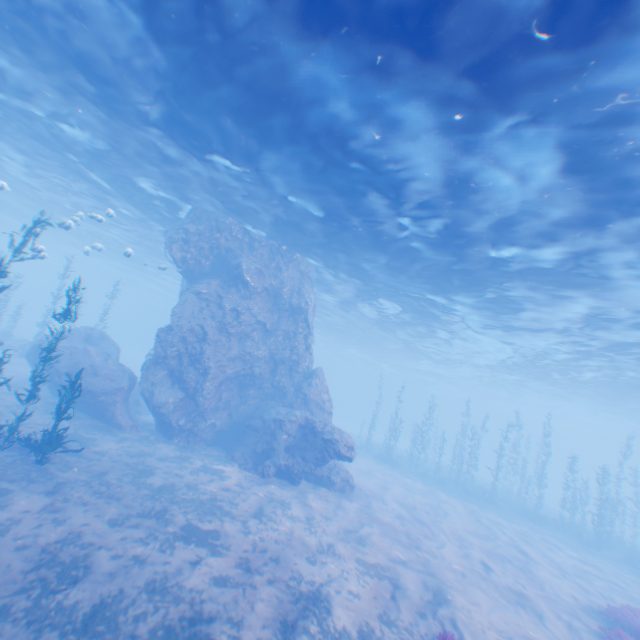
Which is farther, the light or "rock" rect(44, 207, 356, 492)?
"rock" rect(44, 207, 356, 492)

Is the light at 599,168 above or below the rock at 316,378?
above

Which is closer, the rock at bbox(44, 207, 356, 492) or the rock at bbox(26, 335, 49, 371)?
the rock at bbox(44, 207, 356, 492)

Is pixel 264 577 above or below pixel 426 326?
below

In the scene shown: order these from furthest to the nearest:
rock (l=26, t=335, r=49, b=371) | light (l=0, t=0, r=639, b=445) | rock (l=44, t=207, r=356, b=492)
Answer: rock (l=26, t=335, r=49, b=371) → rock (l=44, t=207, r=356, b=492) → light (l=0, t=0, r=639, b=445)

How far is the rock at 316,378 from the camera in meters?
15.7

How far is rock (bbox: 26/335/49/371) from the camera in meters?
17.9 m
